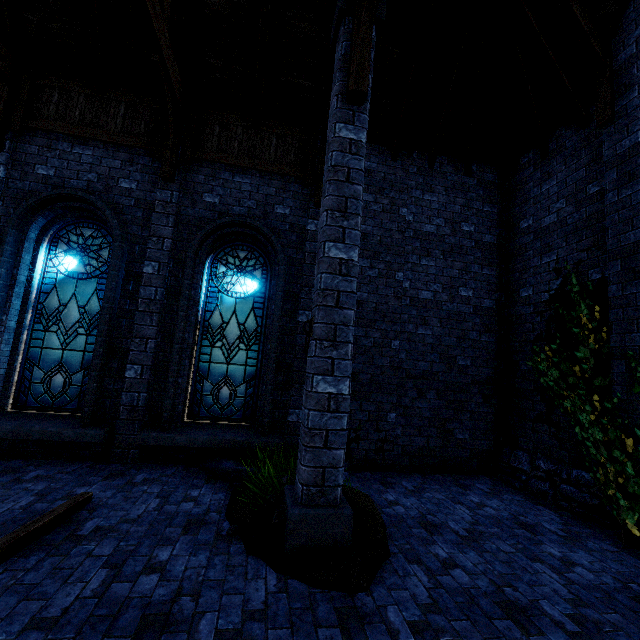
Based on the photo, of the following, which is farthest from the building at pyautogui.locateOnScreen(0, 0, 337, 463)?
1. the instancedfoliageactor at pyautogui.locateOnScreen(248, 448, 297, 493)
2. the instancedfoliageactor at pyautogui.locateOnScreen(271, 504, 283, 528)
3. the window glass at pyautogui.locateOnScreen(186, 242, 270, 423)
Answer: the instancedfoliageactor at pyautogui.locateOnScreen(271, 504, 283, 528)

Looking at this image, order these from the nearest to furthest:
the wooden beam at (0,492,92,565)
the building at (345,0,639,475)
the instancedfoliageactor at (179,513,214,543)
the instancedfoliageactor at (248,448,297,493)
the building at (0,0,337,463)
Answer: the wooden beam at (0,492,92,565)
the instancedfoliageactor at (179,513,214,543)
the instancedfoliageactor at (248,448,297,493)
the building at (345,0,639,475)
the building at (0,0,337,463)

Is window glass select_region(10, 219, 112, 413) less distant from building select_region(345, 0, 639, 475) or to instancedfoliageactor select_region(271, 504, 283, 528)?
building select_region(345, 0, 639, 475)

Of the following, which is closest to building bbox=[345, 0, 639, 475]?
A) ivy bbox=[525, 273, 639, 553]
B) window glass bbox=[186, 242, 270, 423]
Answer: ivy bbox=[525, 273, 639, 553]

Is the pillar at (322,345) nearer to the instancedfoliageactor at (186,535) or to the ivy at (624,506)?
the instancedfoliageactor at (186,535)

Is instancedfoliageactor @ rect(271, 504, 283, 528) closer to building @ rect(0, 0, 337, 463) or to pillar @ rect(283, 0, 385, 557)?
pillar @ rect(283, 0, 385, 557)

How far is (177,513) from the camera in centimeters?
403cm

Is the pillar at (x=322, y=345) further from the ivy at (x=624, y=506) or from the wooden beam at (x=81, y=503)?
the ivy at (x=624, y=506)
